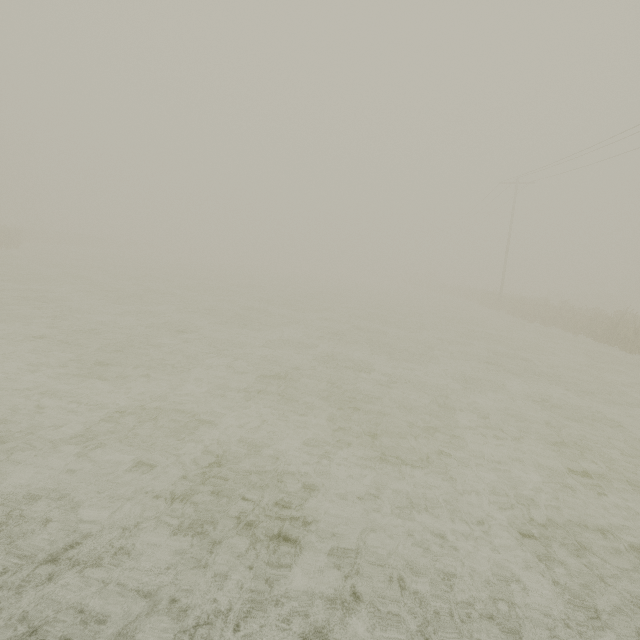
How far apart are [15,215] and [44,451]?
71.54m
